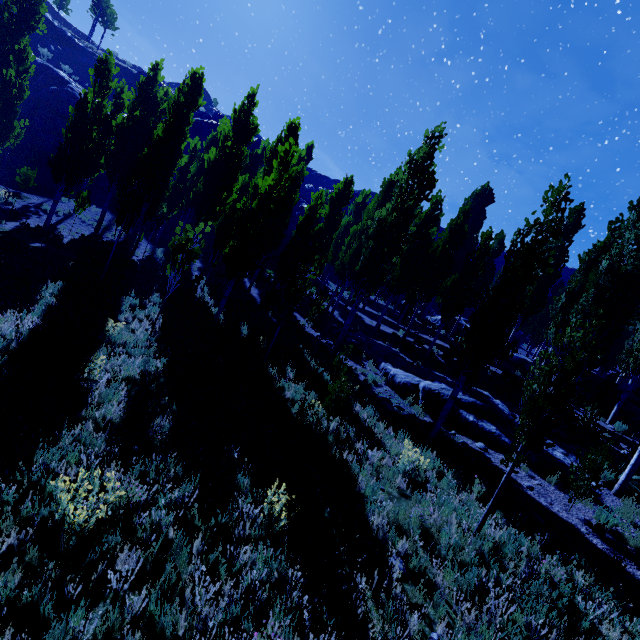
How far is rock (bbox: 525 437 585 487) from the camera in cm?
949

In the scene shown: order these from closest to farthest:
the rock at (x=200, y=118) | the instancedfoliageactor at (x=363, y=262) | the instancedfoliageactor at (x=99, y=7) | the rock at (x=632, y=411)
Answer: the instancedfoliageactor at (x=363, y=262)
the rock at (x=632, y=411)
the rock at (x=200, y=118)
the instancedfoliageactor at (x=99, y=7)

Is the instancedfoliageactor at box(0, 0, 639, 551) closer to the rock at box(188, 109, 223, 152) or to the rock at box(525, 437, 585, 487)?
the rock at box(525, 437, 585, 487)

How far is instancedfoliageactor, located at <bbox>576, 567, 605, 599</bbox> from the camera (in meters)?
5.57

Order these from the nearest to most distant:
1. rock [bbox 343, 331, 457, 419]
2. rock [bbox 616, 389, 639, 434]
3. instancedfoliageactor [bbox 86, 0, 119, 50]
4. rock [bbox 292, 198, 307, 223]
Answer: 1. rock [bbox 343, 331, 457, 419]
2. rock [bbox 616, 389, 639, 434]
3. rock [bbox 292, 198, 307, 223]
4. instancedfoliageactor [bbox 86, 0, 119, 50]

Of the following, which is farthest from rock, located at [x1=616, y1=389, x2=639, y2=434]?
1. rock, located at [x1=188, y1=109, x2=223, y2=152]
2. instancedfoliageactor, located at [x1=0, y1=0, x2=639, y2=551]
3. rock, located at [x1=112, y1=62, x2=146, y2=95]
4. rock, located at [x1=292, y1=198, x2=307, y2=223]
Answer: rock, located at [x1=112, y1=62, x2=146, y2=95]

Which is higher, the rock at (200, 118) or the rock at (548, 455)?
the rock at (200, 118)

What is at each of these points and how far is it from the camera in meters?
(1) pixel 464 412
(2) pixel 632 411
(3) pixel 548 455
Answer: (1) rock, 11.5
(2) rock, 18.8
(3) rock, 10.4
